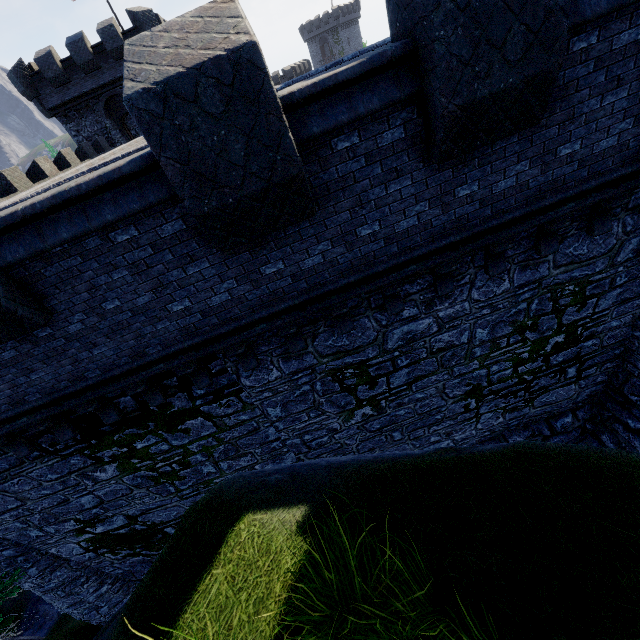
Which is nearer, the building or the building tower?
the building tower

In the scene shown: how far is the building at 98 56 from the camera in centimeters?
2309cm

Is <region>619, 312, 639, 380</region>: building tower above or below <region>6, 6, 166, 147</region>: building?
below

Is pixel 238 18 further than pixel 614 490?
Yes

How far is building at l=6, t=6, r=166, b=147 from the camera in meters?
23.1

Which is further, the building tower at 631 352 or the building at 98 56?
the building at 98 56
